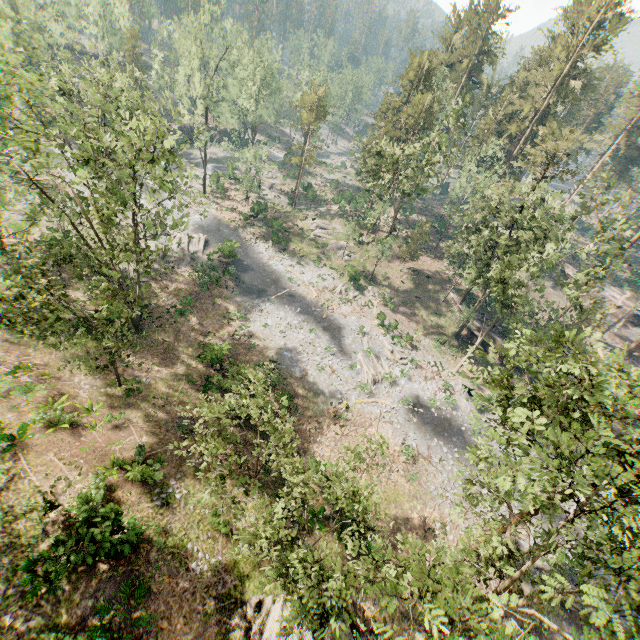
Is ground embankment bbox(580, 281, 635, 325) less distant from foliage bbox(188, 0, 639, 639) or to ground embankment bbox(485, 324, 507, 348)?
foliage bbox(188, 0, 639, 639)

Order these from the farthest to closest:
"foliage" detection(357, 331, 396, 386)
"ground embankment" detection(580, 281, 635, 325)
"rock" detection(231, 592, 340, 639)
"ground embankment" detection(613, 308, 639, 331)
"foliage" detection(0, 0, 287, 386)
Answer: "ground embankment" detection(580, 281, 635, 325) → "ground embankment" detection(613, 308, 639, 331) → "foliage" detection(357, 331, 396, 386) → "foliage" detection(0, 0, 287, 386) → "rock" detection(231, 592, 340, 639)

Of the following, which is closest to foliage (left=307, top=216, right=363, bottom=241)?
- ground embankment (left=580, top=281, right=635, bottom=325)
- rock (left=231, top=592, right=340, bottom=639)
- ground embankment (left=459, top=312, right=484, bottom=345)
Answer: ground embankment (left=459, top=312, right=484, bottom=345)

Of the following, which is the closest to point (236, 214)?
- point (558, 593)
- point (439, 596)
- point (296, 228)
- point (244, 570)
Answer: point (296, 228)

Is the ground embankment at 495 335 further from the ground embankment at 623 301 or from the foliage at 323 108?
the ground embankment at 623 301

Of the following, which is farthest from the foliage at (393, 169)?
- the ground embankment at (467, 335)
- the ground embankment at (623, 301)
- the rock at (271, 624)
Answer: the ground embankment at (623, 301)

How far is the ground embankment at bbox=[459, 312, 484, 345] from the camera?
40.0 meters
